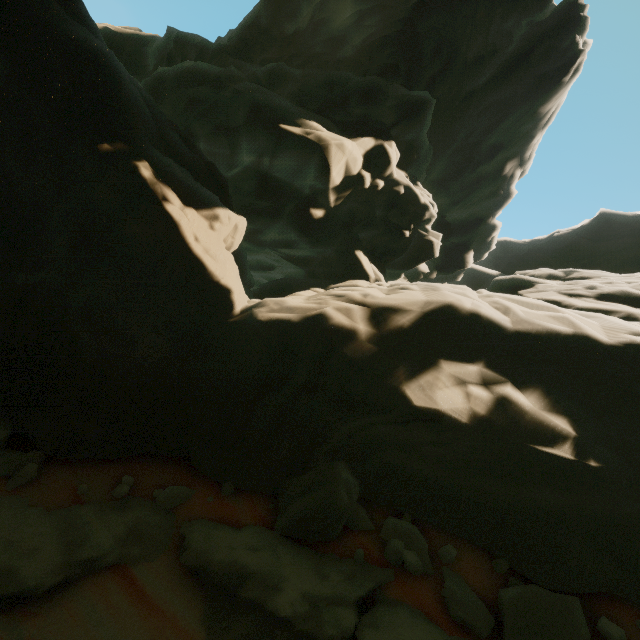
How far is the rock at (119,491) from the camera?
6.1 meters

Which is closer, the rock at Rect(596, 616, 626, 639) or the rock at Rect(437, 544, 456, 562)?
the rock at Rect(596, 616, 626, 639)

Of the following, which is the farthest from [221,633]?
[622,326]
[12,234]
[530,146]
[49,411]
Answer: [530,146]

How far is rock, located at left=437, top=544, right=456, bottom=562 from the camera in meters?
5.1

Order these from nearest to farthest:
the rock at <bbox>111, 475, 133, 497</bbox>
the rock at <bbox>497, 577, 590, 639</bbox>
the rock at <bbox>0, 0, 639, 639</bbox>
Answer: the rock at <bbox>497, 577, 590, 639</bbox>
the rock at <bbox>0, 0, 639, 639</bbox>
the rock at <bbox>111, 475, 133, 497</bbox>
